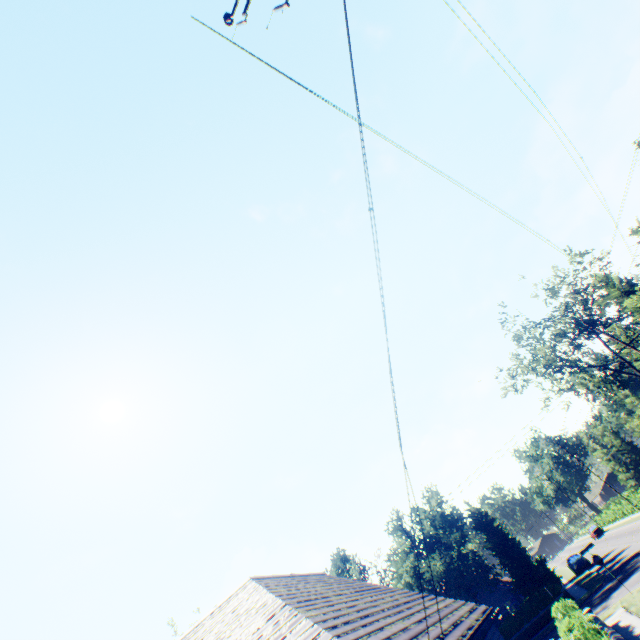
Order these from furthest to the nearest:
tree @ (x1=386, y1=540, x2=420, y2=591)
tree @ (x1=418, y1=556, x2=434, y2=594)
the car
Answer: the car → tree @ (x1=386, y1=540, x2=420, y2=591) → tree @ (x1=418, y1=556, x2=434, y2=594)

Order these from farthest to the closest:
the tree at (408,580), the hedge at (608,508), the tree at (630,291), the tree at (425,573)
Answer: the hedge at (608,508) → the tree at (408,580) → the tree at (425,573) → the tree at (630,291)

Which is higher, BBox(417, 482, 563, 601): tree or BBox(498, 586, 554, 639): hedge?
BBox(417, 482, 563, 601): tree

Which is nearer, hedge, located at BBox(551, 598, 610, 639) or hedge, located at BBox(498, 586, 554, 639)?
hedge, located at BBox(551, 598, 610, 639)

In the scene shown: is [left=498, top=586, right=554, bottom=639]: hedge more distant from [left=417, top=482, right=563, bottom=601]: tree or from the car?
the car

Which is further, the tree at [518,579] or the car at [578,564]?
the car at [578,564]

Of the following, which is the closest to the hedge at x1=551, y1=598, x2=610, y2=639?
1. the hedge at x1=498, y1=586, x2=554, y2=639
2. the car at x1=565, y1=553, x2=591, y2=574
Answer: the hedge at x1=498, y1=586, x2=554, y2=639

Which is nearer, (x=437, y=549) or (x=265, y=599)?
(x=265, y=599)
